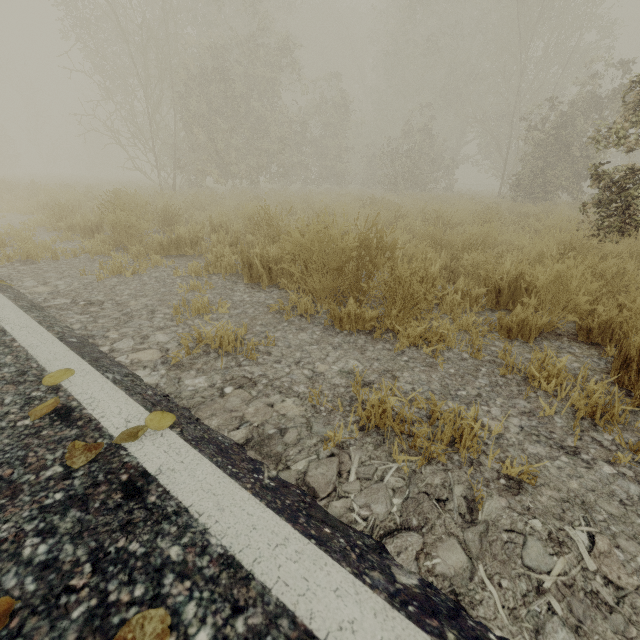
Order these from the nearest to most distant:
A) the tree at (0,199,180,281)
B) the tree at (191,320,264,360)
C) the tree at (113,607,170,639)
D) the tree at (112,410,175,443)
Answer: the tree at (113,607,170,639) → the tree at (112,410,175,443) → the tree at (191,320,264,360) → the tree at (0,199,180,281)

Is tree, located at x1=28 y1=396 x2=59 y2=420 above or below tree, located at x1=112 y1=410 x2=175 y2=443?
above

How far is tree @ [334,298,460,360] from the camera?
2.3 meters

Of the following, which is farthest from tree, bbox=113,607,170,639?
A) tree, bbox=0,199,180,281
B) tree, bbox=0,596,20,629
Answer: tree, bbox=0,199,180,281

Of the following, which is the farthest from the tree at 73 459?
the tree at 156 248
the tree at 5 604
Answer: the tree at 156 248

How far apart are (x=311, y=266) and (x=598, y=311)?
2.3 meters

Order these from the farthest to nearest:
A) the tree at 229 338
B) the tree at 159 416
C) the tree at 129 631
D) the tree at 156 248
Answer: the tree at 156 248 < the tree at 229 338 < the tree at 159 416 < the tree at 129 631
